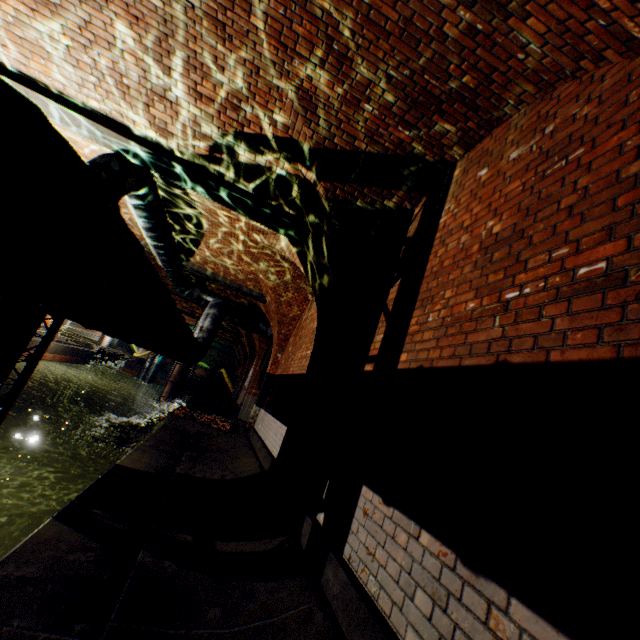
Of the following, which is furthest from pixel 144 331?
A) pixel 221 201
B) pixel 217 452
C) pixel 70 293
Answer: pixel 217 452

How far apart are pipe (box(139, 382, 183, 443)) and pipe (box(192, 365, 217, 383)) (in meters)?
5.44

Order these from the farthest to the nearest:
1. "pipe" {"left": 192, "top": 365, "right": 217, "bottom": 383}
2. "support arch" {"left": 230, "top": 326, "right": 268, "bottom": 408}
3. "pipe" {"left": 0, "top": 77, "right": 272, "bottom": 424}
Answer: "pipe" {"left": 192, "top": 365, "right": 217, "bottom": 383} < "support arch" {"left": 230, "top": 326, "right": 268, "bottom": 408} < "pipe" {"left": 0, "top": 77, "right": 272, "bottom": 424}

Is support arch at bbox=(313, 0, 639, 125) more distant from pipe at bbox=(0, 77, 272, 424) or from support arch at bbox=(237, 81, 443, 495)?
pipe at bbox=(0, 77, 272, 424)

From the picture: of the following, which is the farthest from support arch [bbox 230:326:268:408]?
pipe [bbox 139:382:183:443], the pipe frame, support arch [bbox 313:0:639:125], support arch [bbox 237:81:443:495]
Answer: support arch [bbox 313:0:639:125]

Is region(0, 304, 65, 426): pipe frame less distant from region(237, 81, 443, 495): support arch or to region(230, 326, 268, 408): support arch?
region(237, 81, 443, 495): support arch

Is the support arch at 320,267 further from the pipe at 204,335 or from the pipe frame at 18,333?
the pipe frame at 18,333

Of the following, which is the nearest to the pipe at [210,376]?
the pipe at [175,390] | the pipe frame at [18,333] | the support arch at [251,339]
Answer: the pipe at [175,390]
